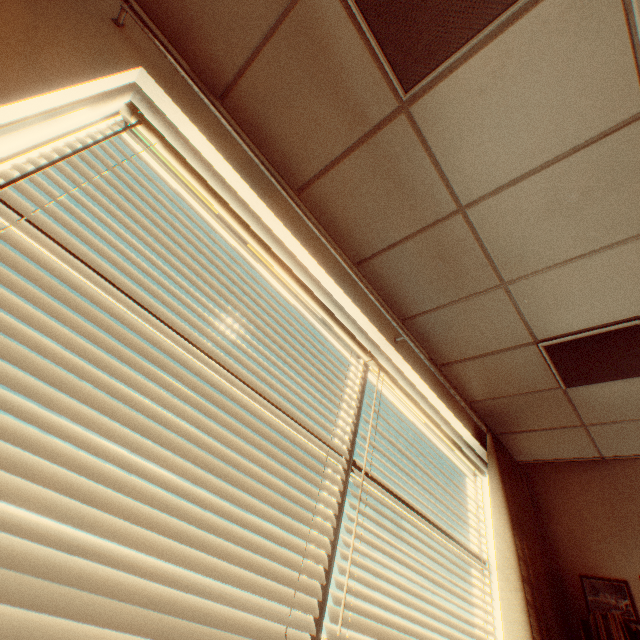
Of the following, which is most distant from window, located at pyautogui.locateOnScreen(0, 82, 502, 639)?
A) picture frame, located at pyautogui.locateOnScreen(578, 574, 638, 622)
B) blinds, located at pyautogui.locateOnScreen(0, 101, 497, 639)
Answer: picture frame, located at pyautogui.locateOnScreen(578, 574, 638, 622)

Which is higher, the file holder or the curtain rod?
the curtain rod

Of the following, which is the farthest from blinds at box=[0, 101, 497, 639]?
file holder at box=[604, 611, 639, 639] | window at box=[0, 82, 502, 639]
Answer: file holder at box=[604, 611, 639, 639]

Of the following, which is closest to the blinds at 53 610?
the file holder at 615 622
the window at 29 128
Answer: the window at 29 128

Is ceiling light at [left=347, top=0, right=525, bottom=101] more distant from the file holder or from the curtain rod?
the file holder

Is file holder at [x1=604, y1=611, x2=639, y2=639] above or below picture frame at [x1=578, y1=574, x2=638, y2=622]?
below

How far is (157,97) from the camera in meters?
1.3

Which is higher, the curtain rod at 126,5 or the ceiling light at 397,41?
the ceiling light at 397,41
